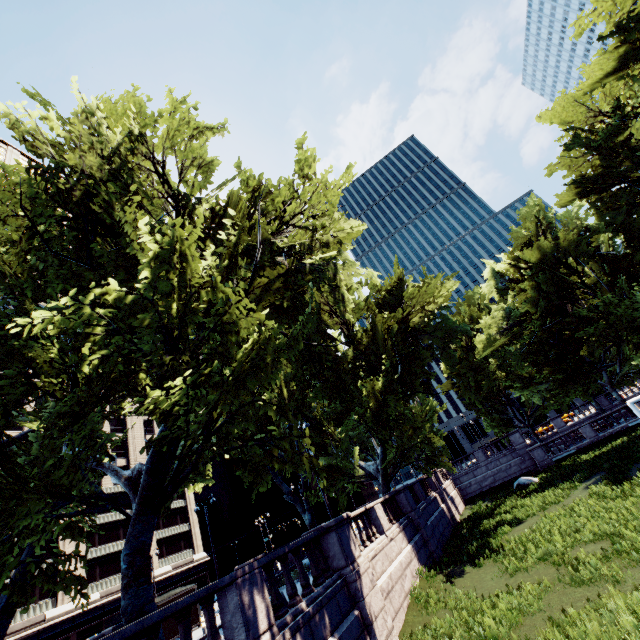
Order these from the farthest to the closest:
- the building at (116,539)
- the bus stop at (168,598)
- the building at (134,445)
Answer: the building at (134,445), the building at (116,539), the bus stop at (168,598)

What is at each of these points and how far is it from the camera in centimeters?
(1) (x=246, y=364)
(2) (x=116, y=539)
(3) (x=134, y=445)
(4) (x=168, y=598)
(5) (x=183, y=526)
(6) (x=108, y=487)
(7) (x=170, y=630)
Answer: (1) tree, 820cm
(2) building, 4522cm
(3) building, 5462cm
(4) bus stop, 1955cm
(5) building, 5412cm
(6) building, 4784cm
(7) bus stop, 1870cm

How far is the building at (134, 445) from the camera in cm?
5216

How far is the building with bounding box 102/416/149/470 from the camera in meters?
52.2 m

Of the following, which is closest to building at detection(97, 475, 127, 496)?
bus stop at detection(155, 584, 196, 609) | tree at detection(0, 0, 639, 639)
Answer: tree at detection(0, 0, 639, 639)

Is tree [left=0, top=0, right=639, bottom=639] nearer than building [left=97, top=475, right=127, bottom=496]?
Yes
